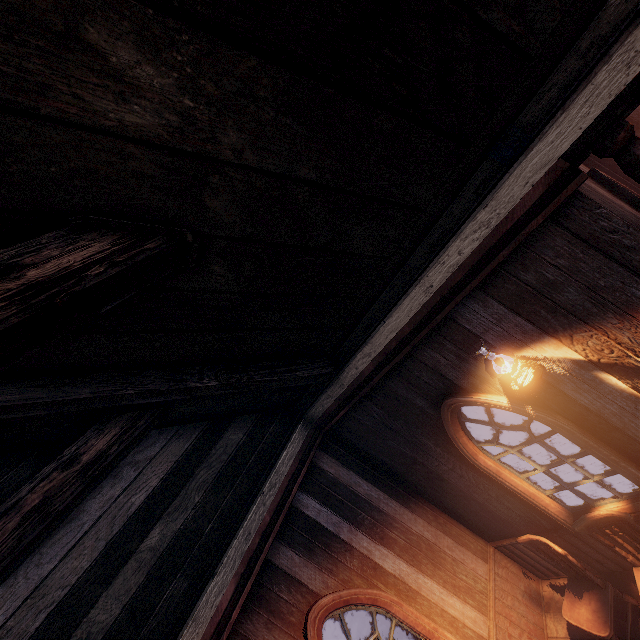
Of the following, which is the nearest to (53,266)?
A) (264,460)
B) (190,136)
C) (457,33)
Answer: (190,136)

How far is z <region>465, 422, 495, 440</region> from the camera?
9.0m

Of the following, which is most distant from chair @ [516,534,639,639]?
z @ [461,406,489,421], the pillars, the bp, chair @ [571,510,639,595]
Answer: z @ [461,406,489,421]

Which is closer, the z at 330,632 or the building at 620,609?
the building at 620,609

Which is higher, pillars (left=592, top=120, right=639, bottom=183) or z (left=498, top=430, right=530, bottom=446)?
pillars (left=592, top=120, right=639, bottom=183)

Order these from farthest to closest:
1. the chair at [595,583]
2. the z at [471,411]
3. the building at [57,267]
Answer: the z at [471,411], the chair at [595,583], the building at [57,267]
